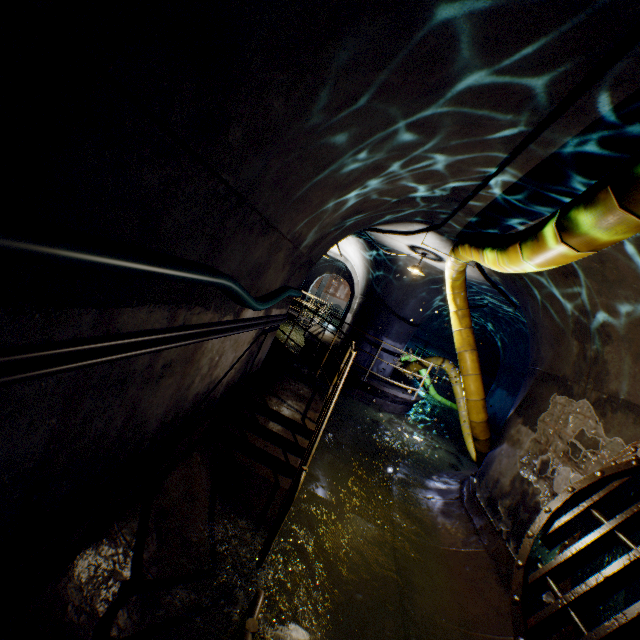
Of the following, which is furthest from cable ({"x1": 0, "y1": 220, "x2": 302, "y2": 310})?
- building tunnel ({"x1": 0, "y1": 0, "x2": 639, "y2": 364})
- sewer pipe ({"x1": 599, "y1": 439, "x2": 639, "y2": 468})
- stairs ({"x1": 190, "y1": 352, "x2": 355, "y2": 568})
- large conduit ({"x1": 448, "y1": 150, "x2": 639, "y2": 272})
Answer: sewer pipe ({"x1": 599, "y1": 439, "x2": 639, "y2": 468})

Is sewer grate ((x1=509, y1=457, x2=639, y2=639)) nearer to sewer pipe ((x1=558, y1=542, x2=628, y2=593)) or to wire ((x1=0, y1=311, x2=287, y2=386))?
sewer pipe ((x1=558, y1=542, x2=628, y2=593))

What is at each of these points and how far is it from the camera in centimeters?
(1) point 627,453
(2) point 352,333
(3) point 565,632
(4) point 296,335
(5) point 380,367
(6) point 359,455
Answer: (1) sewer pipe, 329cm
(2) building tunnel, 1153cm
(3) sewer pipe, 301cm
(4) building tunnel, 1695cm
(5) building tunnel, 1111cm
(6) building tunnel, 687cm

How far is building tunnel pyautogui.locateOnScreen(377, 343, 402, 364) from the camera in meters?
10.9

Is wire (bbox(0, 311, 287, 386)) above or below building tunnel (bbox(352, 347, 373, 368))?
above

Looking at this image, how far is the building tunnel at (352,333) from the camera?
11.0 meters

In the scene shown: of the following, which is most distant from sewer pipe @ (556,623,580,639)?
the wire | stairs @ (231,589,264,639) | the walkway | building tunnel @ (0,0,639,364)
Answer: the wire
